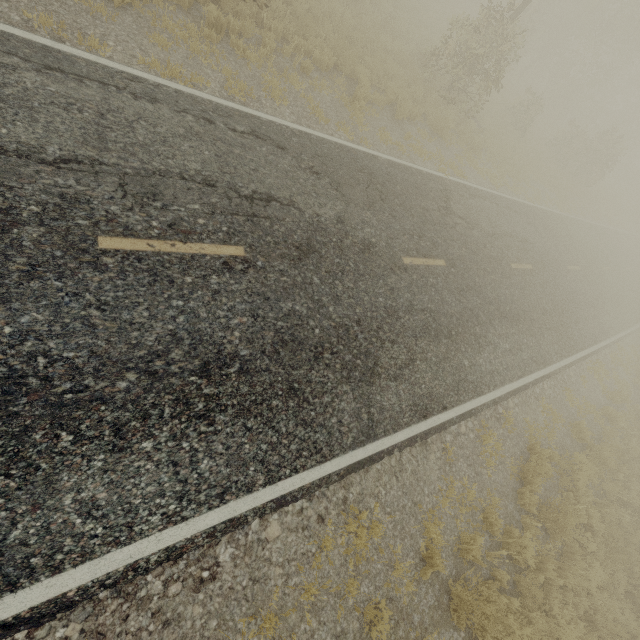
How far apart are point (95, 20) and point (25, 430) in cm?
715
